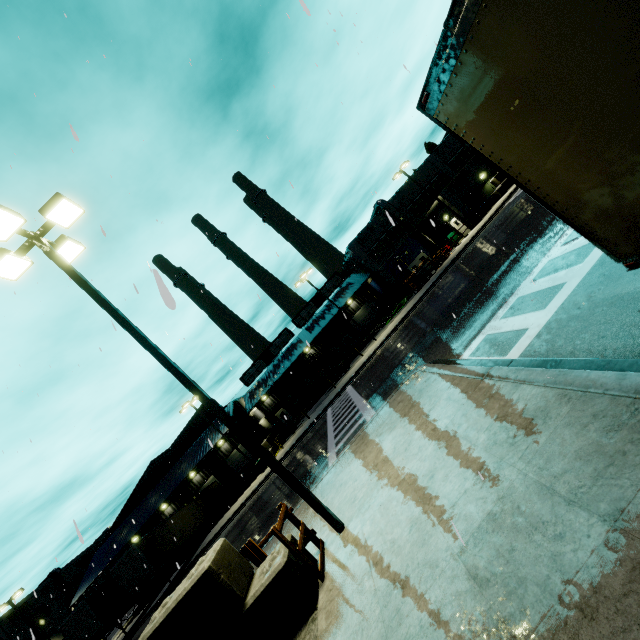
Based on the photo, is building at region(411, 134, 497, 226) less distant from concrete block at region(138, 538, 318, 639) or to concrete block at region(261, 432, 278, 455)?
concrete block at region(261, 432, 278, 455)

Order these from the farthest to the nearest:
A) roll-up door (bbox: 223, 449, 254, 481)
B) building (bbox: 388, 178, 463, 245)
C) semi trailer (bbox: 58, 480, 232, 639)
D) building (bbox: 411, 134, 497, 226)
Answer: roll-up door (bbox: 223, 449, 254, 481) < building (bbox: 388, 178, 463, 245) < building (bbox: 411, 134, 497, 226) < semi trailer (bbox: 58, 480, 232, 639)

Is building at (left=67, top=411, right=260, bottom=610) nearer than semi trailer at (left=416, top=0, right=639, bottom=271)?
No

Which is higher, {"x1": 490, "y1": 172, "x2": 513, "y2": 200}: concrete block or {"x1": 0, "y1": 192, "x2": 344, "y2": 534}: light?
{"x1": 0, "y1": 192, "x2": 344, "y2": 534}: light

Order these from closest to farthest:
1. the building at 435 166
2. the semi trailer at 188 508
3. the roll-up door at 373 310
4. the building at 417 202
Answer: the semi trailer at 188 508 < the building at 435 166 < the building at 417 202 < the roll-up door at 373 310

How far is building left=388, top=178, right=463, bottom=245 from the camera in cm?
3575

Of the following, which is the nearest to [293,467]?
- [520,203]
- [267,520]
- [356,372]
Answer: [267,520]

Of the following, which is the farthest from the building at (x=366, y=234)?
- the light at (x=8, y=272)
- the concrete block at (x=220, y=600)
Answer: the light at (x=8, y=272)
